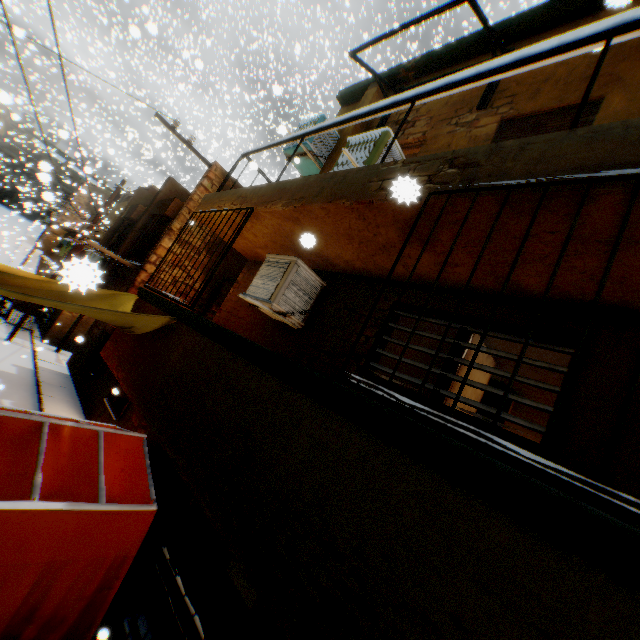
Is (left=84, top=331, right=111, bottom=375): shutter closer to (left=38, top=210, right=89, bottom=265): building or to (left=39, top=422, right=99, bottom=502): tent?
(left=38, top=210, right=89, bottom=265): building

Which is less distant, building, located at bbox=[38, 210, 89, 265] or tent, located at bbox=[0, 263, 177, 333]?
tent, located at bbox=[0, 263, 177, 333]

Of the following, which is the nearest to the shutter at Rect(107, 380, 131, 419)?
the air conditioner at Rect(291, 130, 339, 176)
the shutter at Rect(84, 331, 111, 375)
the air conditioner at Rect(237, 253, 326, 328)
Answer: the shutter at Rect(84, 331, 111, 375)

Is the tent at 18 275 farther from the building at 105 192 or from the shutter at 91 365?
the shutter at 91 365

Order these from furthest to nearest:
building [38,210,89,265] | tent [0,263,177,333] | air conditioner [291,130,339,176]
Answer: building [38,210,89,265] → air conditioner [291,130,339,176] → tent [0,263,177,333]

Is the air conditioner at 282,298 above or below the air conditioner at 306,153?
below

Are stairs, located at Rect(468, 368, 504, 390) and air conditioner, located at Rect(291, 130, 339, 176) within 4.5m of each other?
yes

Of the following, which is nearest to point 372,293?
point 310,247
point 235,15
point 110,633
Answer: point 310,247
